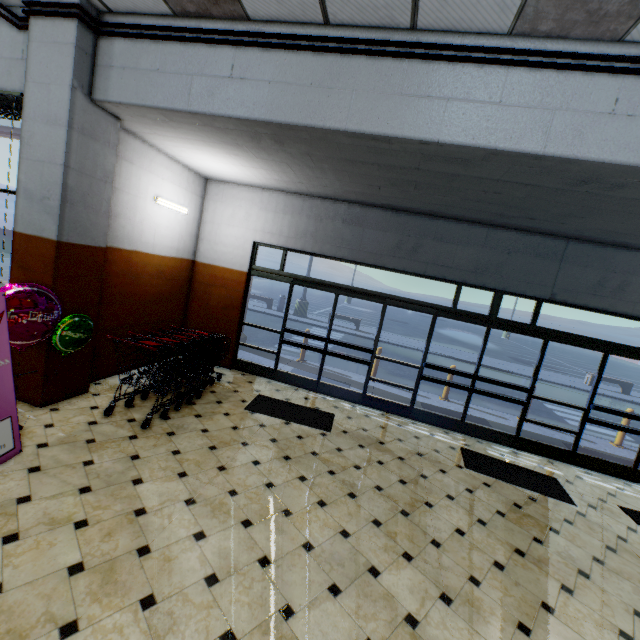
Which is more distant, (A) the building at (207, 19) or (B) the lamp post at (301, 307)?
(B) the lamp post at (301, 307)

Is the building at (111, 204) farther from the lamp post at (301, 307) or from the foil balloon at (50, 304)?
the lamp post at (301, 307)

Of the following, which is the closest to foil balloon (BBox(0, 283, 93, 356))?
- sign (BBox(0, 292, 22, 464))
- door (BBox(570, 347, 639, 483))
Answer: sign (BBox(0, 292, 22, 464))

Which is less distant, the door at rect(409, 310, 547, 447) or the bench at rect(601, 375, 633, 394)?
the door at rect(409, 310, 547, 447)

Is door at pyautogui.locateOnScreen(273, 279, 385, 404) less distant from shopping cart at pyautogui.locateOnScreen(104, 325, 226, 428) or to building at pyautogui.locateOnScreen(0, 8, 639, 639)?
building at pyautogui.locateOnScreen(0, 8, 639, 639)

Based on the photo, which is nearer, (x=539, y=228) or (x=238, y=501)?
(x=238, y=501)

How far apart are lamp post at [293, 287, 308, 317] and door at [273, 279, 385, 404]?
10.92m

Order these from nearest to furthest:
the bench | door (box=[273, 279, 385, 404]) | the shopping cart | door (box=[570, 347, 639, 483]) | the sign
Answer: the sign < the shopping cart < door (box=[570, 347, 639, 483]) < door (box=[273, 279, 385, 404]) < the bench
